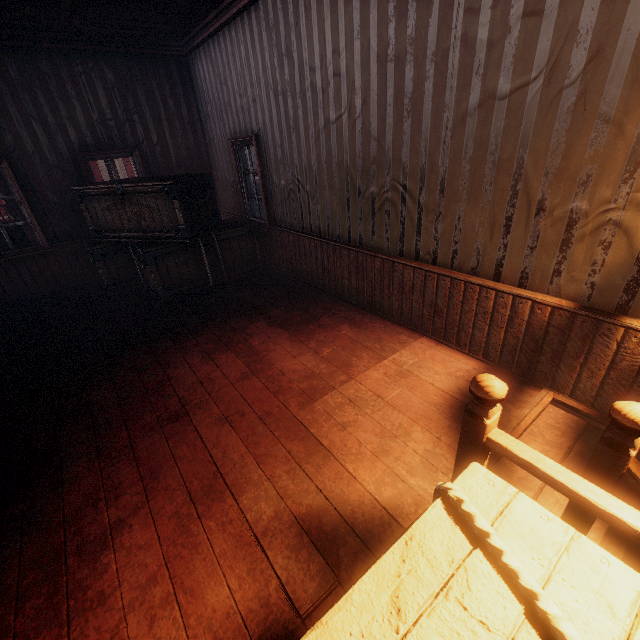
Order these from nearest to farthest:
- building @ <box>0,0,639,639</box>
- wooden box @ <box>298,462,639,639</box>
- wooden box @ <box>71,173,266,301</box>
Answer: wooden box @ <box>298,462,639,639</box>, building @ <box>0,0,639,639</box>, wooden box @ <box>71,173,266,301</box>

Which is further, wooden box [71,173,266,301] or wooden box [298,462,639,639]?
wooden box [71,173,266,301]

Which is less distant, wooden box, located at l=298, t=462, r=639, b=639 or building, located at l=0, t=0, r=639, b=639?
wooden box, located at l=298, t=462, r=639, b=639

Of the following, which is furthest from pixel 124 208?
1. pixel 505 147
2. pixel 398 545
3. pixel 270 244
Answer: pixel 398 545

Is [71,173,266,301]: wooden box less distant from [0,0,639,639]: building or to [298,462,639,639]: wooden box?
[0,0,639,639]: building

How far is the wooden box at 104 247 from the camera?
4.91m

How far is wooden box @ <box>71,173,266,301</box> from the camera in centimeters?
491cm

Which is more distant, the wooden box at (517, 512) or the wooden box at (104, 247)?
the wooden box at (104, 247)
